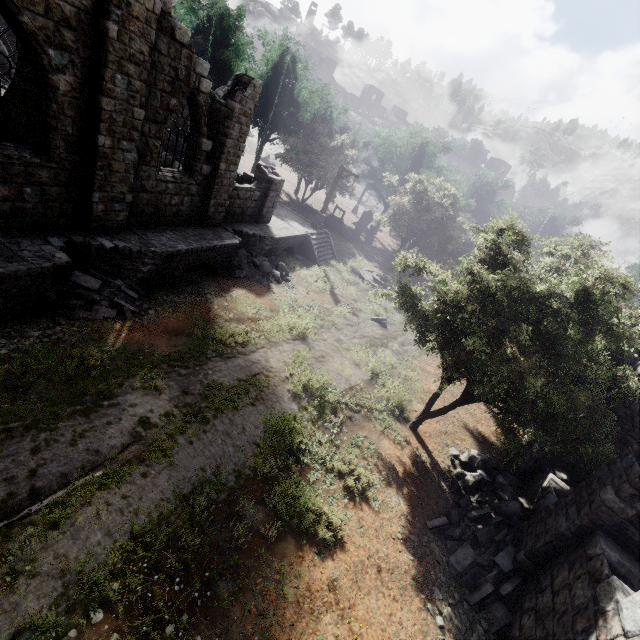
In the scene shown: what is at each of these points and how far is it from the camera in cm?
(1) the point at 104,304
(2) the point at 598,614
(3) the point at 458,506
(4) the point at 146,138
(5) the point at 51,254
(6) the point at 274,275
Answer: (1) rubble, 981
(2) building, 536
(3) rubble, 952
(4) building, 1069
(5) building base, 877
(6) rubble, 1747

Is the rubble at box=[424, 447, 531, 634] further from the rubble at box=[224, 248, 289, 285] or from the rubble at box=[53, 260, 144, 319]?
the rubble at box=[224, 248, 289, 285]

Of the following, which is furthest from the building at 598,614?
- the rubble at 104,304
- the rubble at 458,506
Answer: the rubble at 104,304

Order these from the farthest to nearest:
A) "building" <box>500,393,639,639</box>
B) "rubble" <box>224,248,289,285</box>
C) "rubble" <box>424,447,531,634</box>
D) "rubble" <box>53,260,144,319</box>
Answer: "rubble" <box>224,248,289,285</box> → "rubble" <box>53,260,144,319</box> → "rubble" <box>424,447,531,634</box> → "building" <box>500,393,639,639</box>

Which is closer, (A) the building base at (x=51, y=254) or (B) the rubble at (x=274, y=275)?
(A) the building base at (x=51, y=254)

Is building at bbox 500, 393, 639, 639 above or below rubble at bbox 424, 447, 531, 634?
above

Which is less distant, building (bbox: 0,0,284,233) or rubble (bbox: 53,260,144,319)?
building (bbox: 0,0,284,233)

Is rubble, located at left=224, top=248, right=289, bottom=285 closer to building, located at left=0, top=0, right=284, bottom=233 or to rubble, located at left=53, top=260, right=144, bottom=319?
building, located at left=0, top=0, right=284, bottom=233
